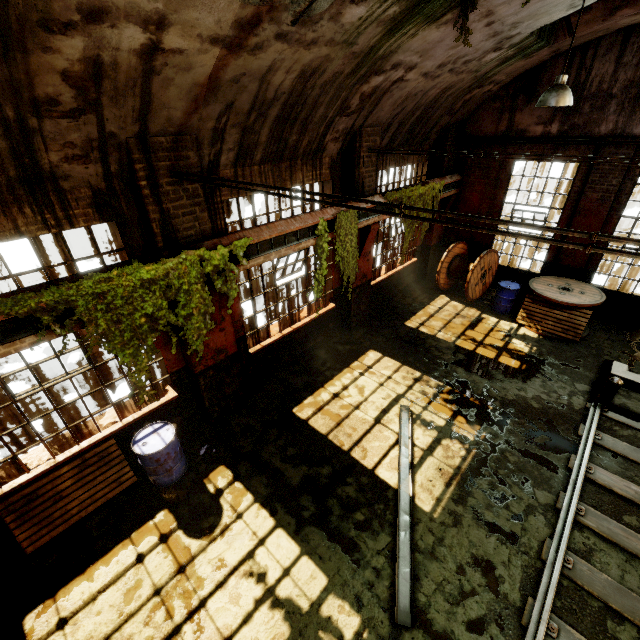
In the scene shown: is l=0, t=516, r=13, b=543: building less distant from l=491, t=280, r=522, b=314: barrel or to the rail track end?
l=491, t=280, r=522, b=314: barrel

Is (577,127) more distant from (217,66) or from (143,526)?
(143,526)

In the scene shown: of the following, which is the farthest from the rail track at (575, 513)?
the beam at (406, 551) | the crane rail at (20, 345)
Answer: the crane rail at (20, 345)

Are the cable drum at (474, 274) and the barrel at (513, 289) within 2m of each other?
yes

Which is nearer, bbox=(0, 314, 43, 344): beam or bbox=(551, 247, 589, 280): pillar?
bbox=(0, 314, 43, 344): beam

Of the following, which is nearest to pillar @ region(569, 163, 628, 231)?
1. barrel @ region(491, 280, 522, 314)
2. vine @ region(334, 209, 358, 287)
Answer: barrel @ region(491, 280, 522, 314)

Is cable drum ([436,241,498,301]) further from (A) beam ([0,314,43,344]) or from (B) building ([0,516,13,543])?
(A) beam ([0,314,43,344])

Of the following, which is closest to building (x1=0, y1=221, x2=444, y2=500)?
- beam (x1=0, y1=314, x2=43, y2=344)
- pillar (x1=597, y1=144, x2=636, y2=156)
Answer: beam (x1=0, y1=314, x2=43, y2=344)
